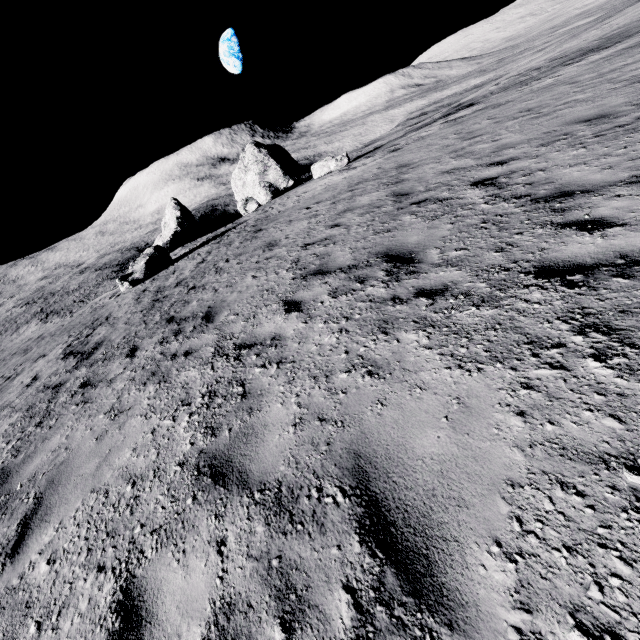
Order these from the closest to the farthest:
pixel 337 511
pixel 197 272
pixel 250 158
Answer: pixel 337 511 < pixel 197 272 < pixel 250 158

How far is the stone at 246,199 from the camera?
24.41m

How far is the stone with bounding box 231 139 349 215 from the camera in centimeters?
2441cm
